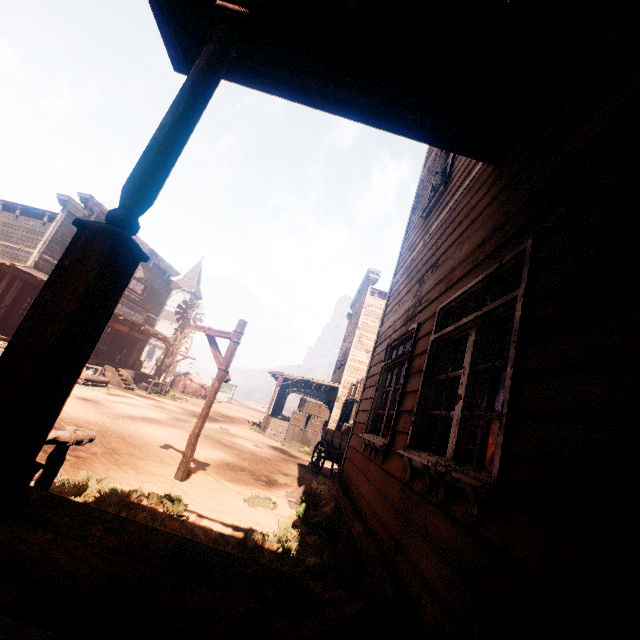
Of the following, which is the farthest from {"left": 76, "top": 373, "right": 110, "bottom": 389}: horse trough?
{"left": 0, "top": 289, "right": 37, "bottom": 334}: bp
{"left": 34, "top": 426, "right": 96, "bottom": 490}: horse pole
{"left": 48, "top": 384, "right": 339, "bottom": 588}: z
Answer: {"left": 34, "top": 426, "right": 96, "bottom": 490}: horse pole

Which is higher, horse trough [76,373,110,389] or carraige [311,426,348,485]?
carraige [311,426,348,485]

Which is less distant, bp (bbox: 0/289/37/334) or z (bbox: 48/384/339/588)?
z (bbox: 48/384/339/588)

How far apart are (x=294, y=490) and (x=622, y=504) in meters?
6.7

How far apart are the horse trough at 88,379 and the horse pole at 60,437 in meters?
12.1 m

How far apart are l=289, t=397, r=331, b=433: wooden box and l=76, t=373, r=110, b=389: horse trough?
9.7m

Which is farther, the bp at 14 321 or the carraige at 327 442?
the bp at 14 321

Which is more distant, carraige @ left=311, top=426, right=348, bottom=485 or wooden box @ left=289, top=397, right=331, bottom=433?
wooden box @ left=289, top=397, right=331, bottom=433
